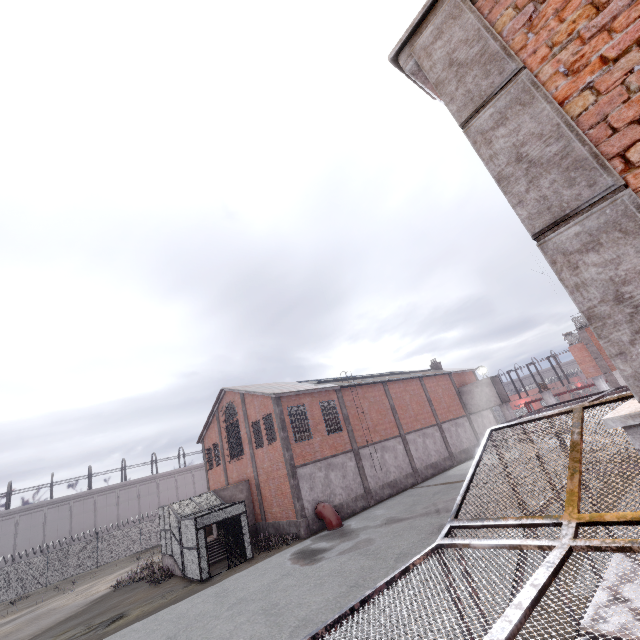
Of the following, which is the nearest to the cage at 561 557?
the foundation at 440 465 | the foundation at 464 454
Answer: the foundation at 464 454

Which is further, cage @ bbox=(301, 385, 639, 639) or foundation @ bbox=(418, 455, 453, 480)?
foundation @ bbox=(418, 455, 453, 480)

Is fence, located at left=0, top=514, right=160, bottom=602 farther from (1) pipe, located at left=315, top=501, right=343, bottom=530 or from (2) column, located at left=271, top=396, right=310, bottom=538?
(1) pipe, located at left=315, top=501, right=343, bottom=530

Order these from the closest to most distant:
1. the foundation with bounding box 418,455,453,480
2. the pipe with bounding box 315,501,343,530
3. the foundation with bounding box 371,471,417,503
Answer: the pipe with bounding box 315,501,343,530
the foundation with bounding box 371,471,417,503
the foundation with bounding box 418,455,453,480

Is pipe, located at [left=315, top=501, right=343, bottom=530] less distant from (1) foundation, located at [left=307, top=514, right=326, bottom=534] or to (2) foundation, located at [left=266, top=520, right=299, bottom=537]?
(1) foundation, located at [left=307, top=514, right=326, bottom=534]

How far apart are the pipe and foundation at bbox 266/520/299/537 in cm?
113

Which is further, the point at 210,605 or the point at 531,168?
the point at 210,605

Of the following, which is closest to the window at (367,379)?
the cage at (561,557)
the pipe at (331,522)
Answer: the cage at (561,557)
